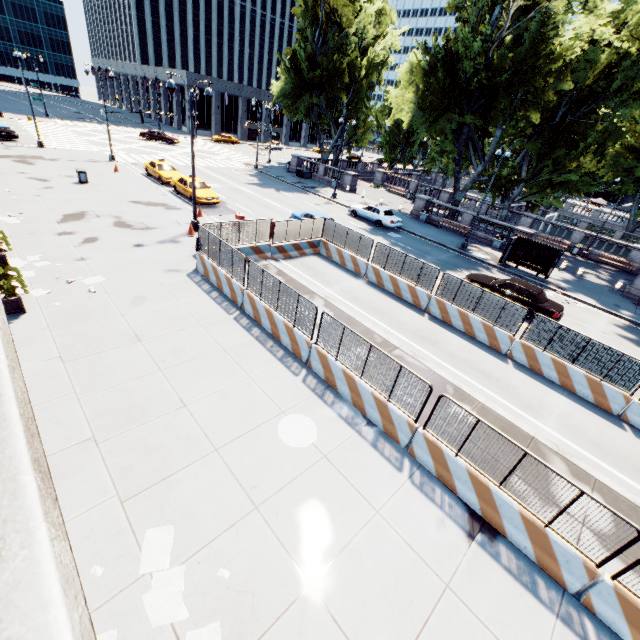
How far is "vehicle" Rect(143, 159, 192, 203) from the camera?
24.38m

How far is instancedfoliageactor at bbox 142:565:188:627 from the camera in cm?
503

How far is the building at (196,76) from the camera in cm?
5741

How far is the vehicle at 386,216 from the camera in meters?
27.3 m

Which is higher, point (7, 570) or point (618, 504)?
point (7, 570)

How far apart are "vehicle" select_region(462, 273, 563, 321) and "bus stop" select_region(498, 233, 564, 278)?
5.4m

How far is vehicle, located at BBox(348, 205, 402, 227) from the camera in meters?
27.3 m

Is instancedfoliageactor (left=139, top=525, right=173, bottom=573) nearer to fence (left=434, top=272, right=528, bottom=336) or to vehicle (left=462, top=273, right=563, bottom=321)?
Result: fence (left=434, top=272, right=528, bottom=336)
